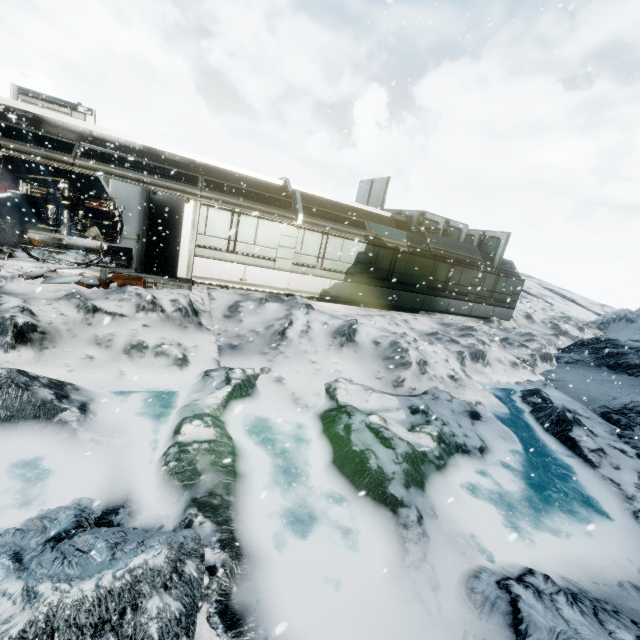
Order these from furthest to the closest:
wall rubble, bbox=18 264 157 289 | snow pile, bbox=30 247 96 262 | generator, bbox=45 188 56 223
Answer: generator, bbox=45 188 56 223, snow pile, bbox=30 247 96 262, wall rubble, bbox=18 264 157 289

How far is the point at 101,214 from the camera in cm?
1669

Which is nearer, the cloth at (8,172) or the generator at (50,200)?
the generator at (50,200)

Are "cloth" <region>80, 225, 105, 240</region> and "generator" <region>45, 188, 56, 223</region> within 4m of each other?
yes

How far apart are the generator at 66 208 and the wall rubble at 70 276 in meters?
7.6

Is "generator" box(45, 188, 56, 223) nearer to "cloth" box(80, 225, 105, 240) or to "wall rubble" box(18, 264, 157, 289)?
"cloth" box(80, 225, 105, 240)

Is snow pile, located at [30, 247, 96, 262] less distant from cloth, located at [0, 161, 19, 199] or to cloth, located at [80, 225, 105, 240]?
cloth, located at [80, 225, 105, 240]
